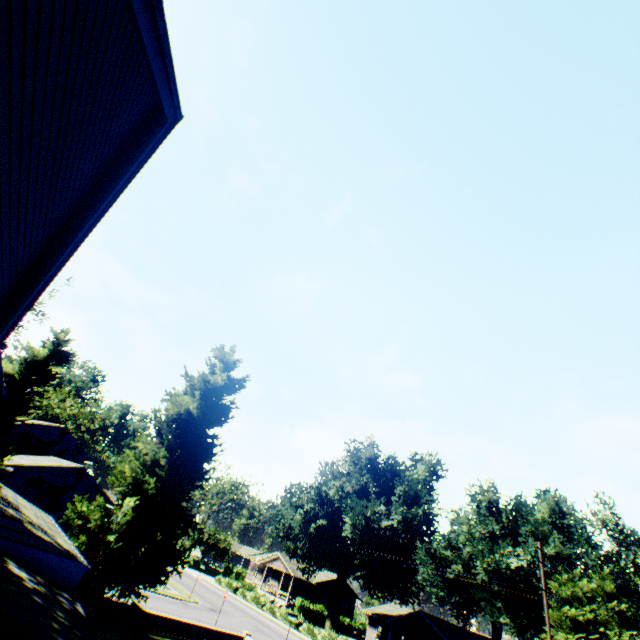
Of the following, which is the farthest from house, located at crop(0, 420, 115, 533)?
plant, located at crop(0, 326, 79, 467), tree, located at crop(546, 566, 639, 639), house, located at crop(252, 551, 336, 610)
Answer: tree, located at crop(546, 566, 639, 639)

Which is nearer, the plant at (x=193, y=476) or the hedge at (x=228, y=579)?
the plant at (x=193, y=476)

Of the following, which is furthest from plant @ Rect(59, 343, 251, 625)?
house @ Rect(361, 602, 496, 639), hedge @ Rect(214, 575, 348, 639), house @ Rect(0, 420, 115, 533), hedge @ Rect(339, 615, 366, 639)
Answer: hedge @ Rect(339, 615, 366, 639)

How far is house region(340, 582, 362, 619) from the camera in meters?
54.7

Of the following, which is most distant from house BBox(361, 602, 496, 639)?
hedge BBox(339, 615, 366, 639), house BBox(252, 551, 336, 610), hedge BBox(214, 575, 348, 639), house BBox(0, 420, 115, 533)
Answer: house BBox(0, 420, 115, 533)

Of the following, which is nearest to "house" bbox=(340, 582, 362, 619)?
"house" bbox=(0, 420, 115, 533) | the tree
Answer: "house" bbox=(0, 420, 115, 533)

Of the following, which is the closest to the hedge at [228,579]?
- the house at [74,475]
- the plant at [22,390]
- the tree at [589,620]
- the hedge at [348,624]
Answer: the tree at [589,620]

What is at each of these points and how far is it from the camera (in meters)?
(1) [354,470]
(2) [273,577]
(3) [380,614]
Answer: (1) plant, 45.28
(2) house, 59.53
(3) house, 47.97
